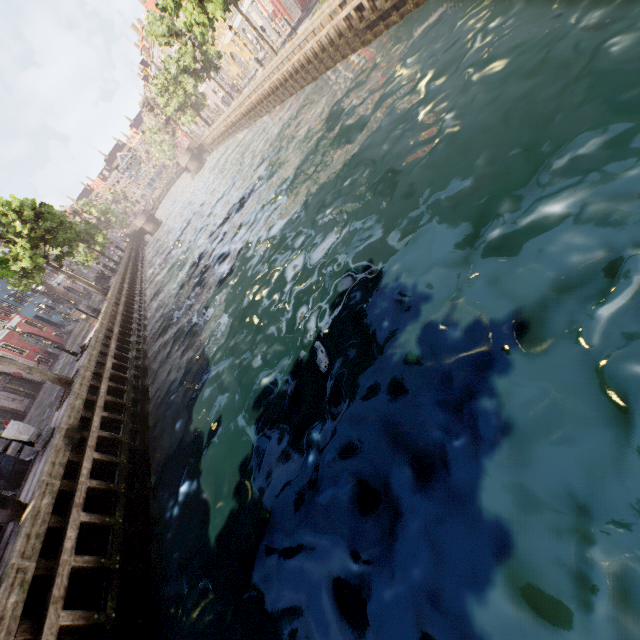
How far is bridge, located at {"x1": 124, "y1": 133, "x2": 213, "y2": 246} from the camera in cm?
5197

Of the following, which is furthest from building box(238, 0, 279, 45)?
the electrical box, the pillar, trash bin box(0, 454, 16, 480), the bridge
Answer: trash bin box(0, 454, 16, 480)

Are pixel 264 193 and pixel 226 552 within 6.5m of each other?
no

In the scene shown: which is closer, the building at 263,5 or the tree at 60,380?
the tree at 60,380

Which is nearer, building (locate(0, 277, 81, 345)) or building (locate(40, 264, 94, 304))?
building (locate(0, 277, 81, 345))

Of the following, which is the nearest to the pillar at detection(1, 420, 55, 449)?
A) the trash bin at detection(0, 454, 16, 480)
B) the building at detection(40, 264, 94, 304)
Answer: the trash bin at detection(0, 454, 16, 480)

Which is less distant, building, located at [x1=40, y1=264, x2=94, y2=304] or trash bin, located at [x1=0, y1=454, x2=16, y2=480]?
trash bin, located at [x1=0, y1=454, x2=16, y2=480]

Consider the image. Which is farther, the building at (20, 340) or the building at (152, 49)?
the building at (152, 49)
